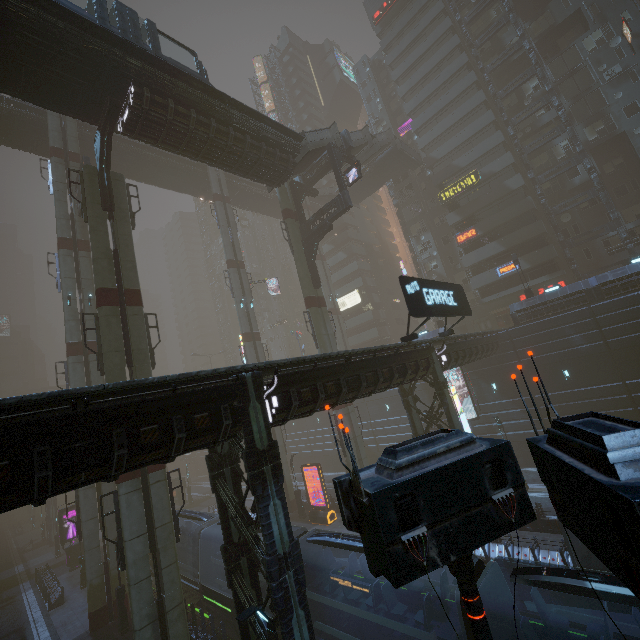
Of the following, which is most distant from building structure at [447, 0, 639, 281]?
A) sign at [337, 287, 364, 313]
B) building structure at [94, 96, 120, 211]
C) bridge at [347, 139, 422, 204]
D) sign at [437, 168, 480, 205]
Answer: building structure at [94, 96, 120, 211]

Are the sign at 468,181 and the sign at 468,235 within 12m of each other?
yes

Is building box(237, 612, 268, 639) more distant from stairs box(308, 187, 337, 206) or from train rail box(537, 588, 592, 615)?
stairs box(308, 187, 337, 206)

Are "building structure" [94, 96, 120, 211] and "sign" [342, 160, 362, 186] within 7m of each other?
no

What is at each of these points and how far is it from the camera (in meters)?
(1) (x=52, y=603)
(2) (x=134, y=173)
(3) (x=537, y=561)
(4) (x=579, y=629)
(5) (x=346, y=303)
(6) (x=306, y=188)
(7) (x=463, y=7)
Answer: (1) building, 25.48
(2) bridge, 38.38
(3) building, 15.30
(4) train rail, 12.77
(5) sign, 55.94
(6) building structure, 32.69
(7) building, 42.94

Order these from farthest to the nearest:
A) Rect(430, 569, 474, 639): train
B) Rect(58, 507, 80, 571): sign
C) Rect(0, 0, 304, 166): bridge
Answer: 1. Rect(58, 507, 80, 571): sign
2. Rect(0, 0, 304, 166): bridge
3. Rect(430, 569, 474, 639): train

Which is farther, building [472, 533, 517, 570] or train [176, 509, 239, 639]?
train [176, 509, 239, 639]

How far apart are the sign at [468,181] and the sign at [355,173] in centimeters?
1998cm
